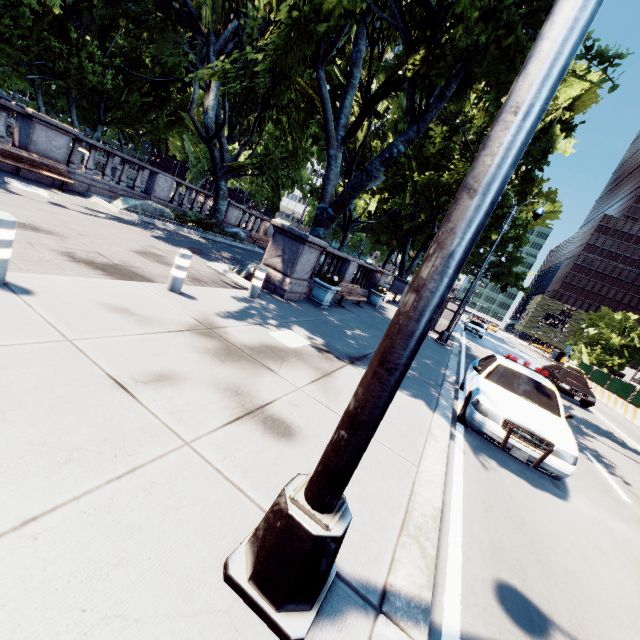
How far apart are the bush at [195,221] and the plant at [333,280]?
9.1m

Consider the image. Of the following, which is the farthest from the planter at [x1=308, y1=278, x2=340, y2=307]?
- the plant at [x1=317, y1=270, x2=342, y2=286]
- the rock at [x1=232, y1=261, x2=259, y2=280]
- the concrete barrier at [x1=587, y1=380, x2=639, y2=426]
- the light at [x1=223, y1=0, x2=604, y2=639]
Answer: the concrete barrier at [x1=587, y1=380, x2=639, y2=426]

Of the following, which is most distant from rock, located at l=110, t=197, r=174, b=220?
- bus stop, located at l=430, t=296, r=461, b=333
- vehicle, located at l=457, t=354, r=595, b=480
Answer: bus stop, located at l=430, t=296, r=461, b=333

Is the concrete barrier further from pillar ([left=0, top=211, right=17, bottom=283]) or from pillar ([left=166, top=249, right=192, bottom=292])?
pillar ([left=0, top=211, right=17, bottom=283])

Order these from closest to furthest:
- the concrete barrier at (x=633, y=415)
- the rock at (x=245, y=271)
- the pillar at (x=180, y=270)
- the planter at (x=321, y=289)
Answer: the pillar at (x=180, y=270) → the rock at (x=245, y=271) → the planter at (x=321, y=289) → the concrete barrier at (x=633, y=415)

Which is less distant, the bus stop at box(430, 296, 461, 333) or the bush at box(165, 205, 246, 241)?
the bush at box(165, 205, 246, 241)

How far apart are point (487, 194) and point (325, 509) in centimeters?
187cm

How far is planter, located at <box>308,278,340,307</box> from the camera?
11.03m
